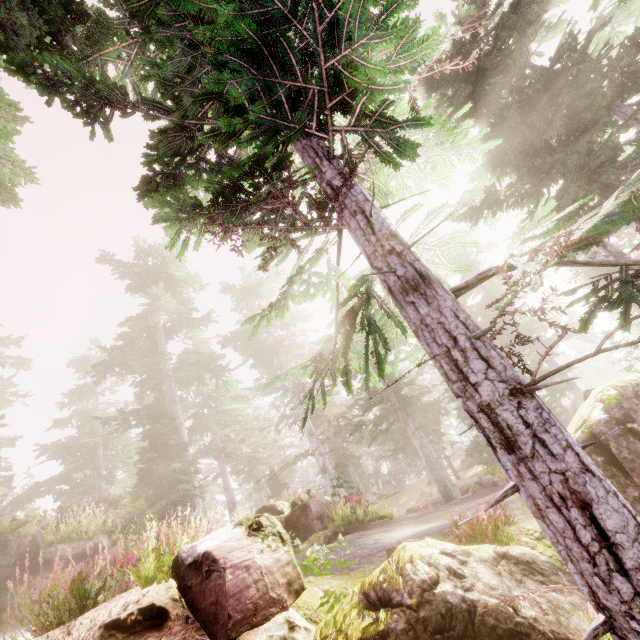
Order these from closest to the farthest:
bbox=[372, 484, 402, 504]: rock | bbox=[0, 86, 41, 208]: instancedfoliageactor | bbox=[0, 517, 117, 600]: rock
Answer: bbox=[0, 86, 41, 208]: instancedfoliageactor < bbox=[0, 517, 117, 600]: rock < bbox=[372, 484, 402, 504]: rock

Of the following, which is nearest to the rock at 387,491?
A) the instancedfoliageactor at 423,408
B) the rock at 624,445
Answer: the instancedfoliageactor at 423,408

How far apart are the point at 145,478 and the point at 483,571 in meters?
15.5

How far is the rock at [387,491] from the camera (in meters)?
39.31

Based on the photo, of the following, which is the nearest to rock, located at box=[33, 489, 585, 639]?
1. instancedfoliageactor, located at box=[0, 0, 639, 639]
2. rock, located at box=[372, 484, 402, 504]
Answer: instancedfoliageactor, located at box=[0, 0, 639, 639]

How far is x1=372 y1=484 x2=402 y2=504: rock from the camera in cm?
3931

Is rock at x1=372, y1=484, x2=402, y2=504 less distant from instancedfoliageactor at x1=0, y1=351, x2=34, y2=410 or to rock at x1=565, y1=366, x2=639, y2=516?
instancedfoliageactor at x1=0, y1=351, x2=34, y2=410
